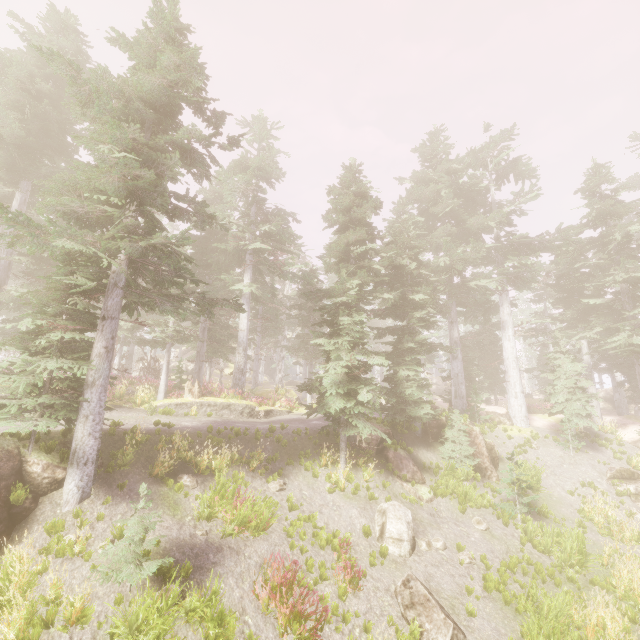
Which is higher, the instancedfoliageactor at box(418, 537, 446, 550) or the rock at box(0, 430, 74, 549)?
the rock at box(0, 430, 74, 549)

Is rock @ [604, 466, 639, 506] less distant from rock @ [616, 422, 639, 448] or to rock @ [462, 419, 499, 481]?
rock @ [616, 422, 639, 448]

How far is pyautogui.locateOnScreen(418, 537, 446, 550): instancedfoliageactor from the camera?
11.14m

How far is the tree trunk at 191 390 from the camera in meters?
19.2 m

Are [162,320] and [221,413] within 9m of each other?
yes

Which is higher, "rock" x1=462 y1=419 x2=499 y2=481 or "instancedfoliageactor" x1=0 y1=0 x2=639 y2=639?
"instancedfoliageactor" x1=0 y1=0 x2=639 y2=639

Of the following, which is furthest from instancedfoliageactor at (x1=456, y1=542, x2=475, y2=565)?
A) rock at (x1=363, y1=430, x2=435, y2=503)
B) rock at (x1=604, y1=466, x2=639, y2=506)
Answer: rock at (x1=604, y1=466, x2=639, y2=506)

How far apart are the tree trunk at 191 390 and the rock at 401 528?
11.9 meters
